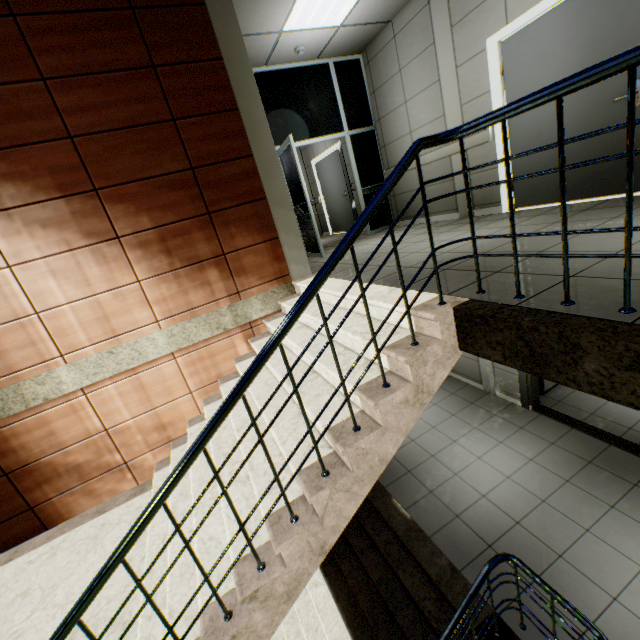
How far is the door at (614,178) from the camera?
3.47m

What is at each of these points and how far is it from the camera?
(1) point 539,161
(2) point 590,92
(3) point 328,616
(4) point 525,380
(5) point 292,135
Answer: (1) door, 4.1m
(2) door, 3.4m
(3) stairs, 4.4m
(4) door, 5.6m
(5) doorway, 5.9m

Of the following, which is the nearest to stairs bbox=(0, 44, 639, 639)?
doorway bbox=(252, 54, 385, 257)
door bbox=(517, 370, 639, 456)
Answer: doorway bbox=(252, 54, 385, 257)

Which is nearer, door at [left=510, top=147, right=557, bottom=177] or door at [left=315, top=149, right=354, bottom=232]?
door at [left=510, top=147, right=557, bottom=177]

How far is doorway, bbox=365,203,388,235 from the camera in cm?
691

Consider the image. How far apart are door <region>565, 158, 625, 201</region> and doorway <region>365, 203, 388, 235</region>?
2.7 meters

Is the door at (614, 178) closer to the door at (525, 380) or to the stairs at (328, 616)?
the door at (525, 380)

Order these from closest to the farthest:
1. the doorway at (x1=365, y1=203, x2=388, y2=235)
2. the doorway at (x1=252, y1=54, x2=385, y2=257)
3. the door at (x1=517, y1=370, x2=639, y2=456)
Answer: the door at (x1=517, y1=370, x2=639, y2=456)
the doorway at (x1=252, y1=54, x2=385, y2=257)
the doorway at (x1=365, y1=203, x2=388, y2=235)
